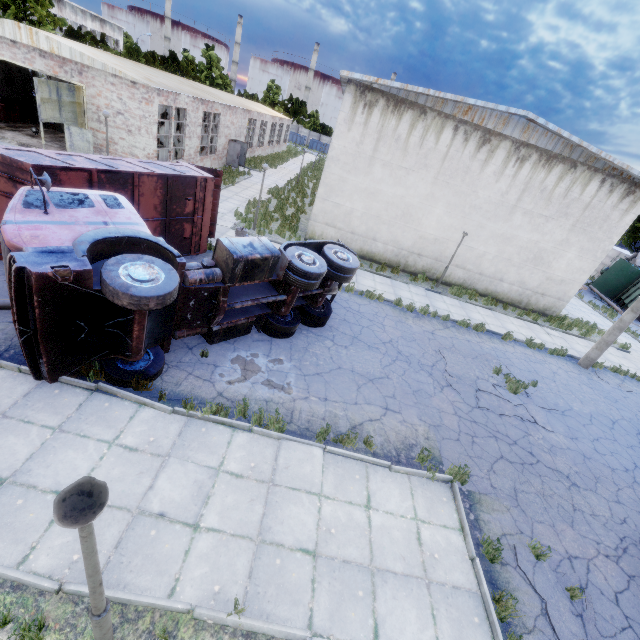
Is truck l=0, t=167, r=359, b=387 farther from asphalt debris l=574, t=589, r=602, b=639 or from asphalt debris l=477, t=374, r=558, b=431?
asphalt debris l=574, t=589, r=602, b=639

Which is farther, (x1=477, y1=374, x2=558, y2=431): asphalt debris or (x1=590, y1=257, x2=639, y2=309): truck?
(x1=590, y1=257, x2=639, y2=309): truck

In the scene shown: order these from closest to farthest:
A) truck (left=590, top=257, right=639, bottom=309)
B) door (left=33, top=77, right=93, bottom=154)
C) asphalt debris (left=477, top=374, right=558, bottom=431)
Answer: asphalt debris (left=477, top=374, right=558, bottom=431)
door (left=33, top=77, right=93, bottom=154)
truck (left=590, top=257, right=639, bottom=309)

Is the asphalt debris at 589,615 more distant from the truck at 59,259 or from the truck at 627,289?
the truck at 627,289

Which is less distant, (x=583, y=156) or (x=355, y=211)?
(x=583, y=156)

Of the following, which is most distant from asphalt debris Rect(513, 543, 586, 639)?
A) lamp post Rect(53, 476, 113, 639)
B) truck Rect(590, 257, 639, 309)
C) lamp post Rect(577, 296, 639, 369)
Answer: truck Rect(590, 257, 639, 309)

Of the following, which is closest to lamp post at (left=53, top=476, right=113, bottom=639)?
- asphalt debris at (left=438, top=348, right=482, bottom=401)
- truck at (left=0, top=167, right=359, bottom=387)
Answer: truck at (left=0, top=167, right=359, bottom=387)

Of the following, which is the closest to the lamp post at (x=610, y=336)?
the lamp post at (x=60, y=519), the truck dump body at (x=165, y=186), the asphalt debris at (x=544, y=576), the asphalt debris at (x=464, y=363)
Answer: the asphalt debris at (x=464, y=363)
